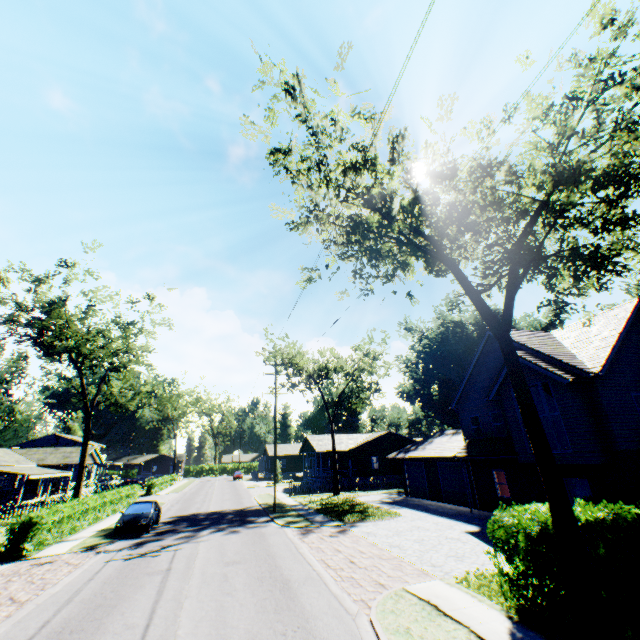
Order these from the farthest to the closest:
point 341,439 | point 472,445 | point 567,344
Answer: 1. point 341,439
2. point 472,445
3. point 567,344

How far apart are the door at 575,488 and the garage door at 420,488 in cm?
1287

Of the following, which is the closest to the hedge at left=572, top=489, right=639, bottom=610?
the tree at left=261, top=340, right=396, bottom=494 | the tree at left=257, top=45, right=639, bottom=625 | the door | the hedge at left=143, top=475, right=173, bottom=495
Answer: the tree at left=257, top=45, right=639, bottom=625

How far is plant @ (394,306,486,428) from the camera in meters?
51.8 m

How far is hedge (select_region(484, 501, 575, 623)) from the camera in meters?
7.6 m

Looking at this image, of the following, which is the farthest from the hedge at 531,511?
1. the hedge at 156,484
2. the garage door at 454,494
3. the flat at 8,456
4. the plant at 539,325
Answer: the hedge at 156,484

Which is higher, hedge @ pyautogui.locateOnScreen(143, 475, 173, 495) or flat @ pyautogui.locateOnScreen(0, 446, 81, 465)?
flat @ pyautogui.locateOnScreen(0, 446, 81, 465)

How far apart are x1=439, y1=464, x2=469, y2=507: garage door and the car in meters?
20.8
